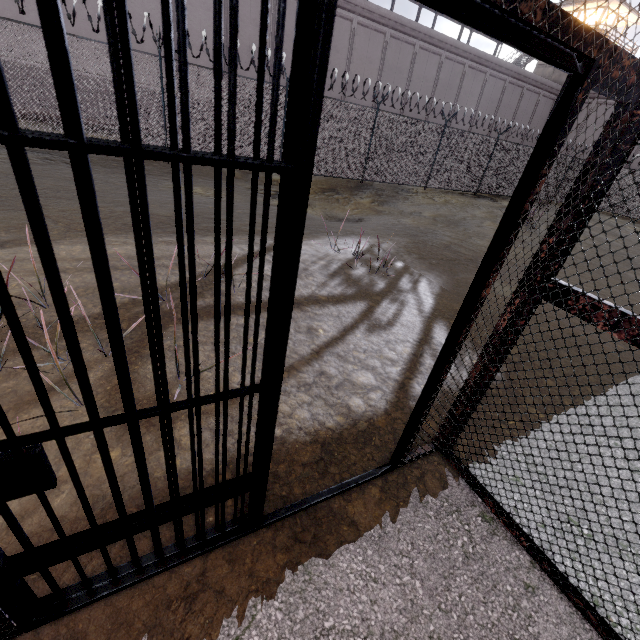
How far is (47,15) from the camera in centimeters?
57cm

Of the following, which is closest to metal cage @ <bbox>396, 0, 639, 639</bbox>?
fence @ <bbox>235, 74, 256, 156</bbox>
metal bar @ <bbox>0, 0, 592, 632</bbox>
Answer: metal bar @ <bbox>0, 0, 592, 632</bbox>

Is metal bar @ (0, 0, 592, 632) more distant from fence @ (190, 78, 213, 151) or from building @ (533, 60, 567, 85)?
building @ (533, 60, 567, 85)

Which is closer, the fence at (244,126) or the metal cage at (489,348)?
the metal cage at (489,348)

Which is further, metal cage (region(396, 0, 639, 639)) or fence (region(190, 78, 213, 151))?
fence (region(190, 78, 213, 151))

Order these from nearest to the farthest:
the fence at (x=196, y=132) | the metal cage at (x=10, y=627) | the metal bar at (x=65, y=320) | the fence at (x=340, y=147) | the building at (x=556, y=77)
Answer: the metal bar at (x=65, y=320) < the metal cage at (x=10, y=627) < the fence at (x=196, y=132) < the fence at (x=340, y=147) < the building at (x=556, y=77)

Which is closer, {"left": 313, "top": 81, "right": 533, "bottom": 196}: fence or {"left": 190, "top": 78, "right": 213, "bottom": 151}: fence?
{"left": 190, "top": 78, "right": 213, "bottom": 151}: fence

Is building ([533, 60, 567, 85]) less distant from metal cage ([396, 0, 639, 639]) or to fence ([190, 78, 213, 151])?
metal cage ([396, 0, 639, 639])
